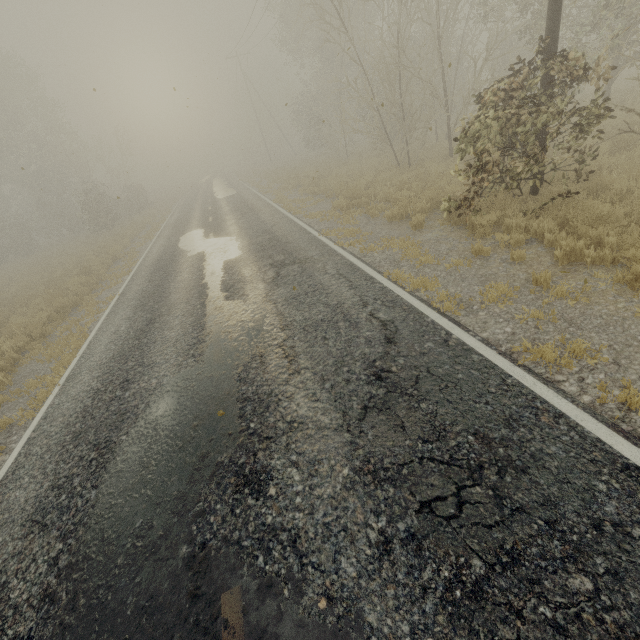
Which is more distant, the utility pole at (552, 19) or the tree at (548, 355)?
the utility pole at (552, 19)

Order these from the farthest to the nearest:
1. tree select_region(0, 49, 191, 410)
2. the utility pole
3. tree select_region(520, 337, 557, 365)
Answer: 1. tree select_region(0, 49, 191, 410)
2. the utility pole
3. tree select_region(520, 337, 557, 365)

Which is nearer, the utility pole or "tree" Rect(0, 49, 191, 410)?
the utility pole

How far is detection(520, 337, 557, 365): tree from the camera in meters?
4.0

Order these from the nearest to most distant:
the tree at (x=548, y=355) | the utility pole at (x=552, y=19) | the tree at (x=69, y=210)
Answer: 1. the tree at (x=548, y=355)
2. the utility pole at (x=552, y=19)
3. the tree at (x=69, y=210)

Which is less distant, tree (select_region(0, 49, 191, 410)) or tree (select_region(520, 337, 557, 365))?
tree (select_region(520, 337, 557, 365))

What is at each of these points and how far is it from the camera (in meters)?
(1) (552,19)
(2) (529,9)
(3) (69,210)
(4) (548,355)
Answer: (1) utility pole, 6.76
(2) tree, 13.30
(3) tree, 32.88
(4) tree, 3.98
